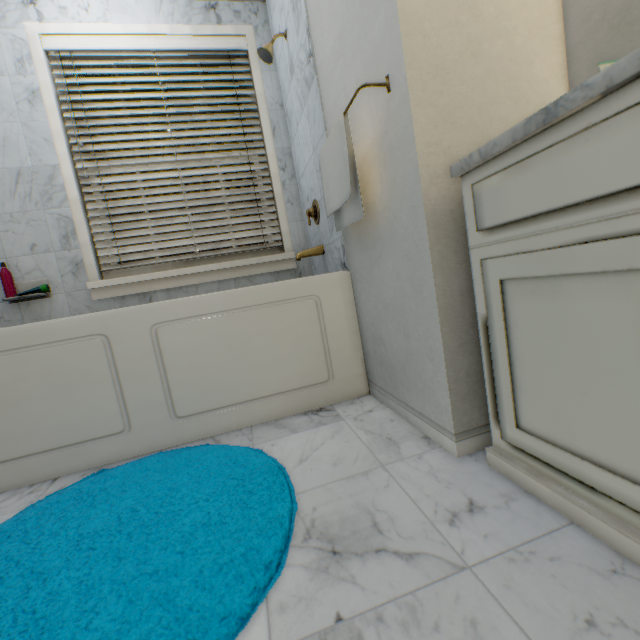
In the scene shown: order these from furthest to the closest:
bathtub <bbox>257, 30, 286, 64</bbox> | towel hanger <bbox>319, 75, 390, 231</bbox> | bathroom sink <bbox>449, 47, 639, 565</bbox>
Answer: bathtub <bbox>257, 30, 286, 64</bbox>, towel hanger <bbox>319, 75, 390, 231</bbox>, bathroom sink <bbox>449, 47, 639, 565</bbox>

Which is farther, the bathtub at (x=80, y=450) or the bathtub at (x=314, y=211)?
the bathtub at (x=314, y=211)

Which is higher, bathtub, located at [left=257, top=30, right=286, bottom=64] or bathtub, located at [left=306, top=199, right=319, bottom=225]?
Answer: bathtub, located at [left=257, top=30, right=286, bottom=64]

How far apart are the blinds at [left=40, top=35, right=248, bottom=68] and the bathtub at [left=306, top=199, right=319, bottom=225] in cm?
41

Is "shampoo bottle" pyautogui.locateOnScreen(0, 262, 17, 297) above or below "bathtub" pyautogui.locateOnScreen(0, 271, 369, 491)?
above

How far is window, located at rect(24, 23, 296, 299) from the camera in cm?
188

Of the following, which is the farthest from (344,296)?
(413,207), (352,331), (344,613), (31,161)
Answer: (31,161)

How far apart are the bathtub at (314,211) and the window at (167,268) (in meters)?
0.38
